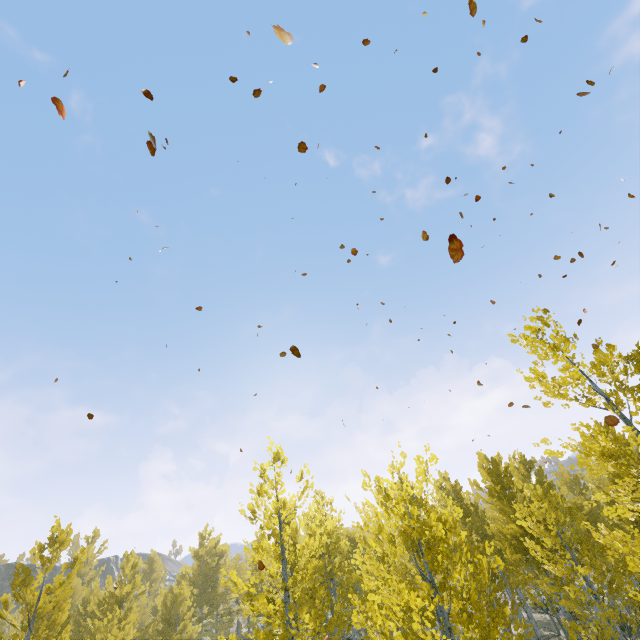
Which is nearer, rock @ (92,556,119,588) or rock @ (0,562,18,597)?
rock @ (0,562,18,597)

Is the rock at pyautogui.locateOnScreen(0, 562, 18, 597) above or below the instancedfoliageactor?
above

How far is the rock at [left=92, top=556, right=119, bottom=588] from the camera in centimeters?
5458cm

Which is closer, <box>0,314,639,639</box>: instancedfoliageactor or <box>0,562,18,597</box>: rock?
<box>0,314,639,639</box>: instancedfoliageactor

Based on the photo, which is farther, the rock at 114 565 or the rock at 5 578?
the rock at 114 565

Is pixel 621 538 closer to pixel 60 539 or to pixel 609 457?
pixel 609 457

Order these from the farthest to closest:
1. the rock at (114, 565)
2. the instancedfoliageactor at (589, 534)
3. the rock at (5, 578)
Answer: the rock at (114, 565), the rock at (5, 578), the instancedfoliageactor at (589, 534)
